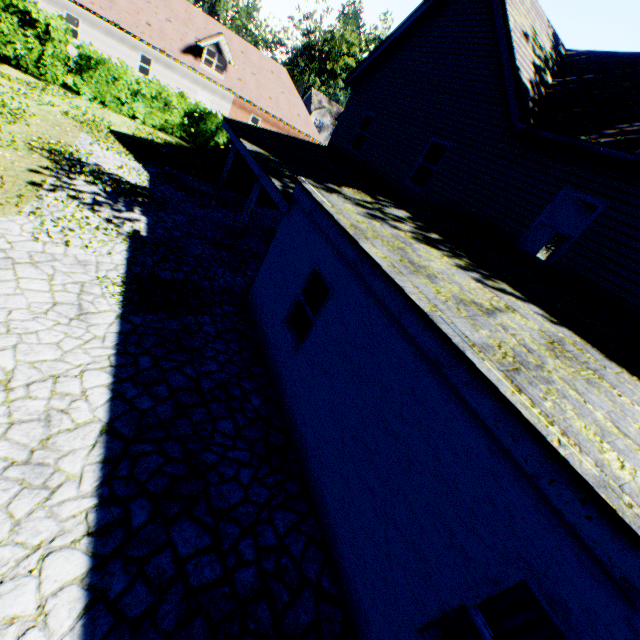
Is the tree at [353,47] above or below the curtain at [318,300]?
above

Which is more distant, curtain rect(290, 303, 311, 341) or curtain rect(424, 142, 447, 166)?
curtain rect(424, 142, 447, 166)

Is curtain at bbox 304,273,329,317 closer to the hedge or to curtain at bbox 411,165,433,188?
curtain at bbox 411,165,433,188

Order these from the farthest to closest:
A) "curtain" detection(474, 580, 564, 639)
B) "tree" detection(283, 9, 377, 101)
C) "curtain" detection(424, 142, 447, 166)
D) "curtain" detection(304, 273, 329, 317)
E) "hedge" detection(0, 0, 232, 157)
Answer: "tree" detection(283, 9, 377, 101) < "hedge" detection(0, 0, 232, 157) < "curtain" detection(424, 142, 447, 166) < "curtain" detection(304, 273, 329, 317) < "curtain" detection(474, 580, 564, 639)

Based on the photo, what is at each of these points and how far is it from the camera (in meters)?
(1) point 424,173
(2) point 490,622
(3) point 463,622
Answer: (1) curtain, 11.17
(2) curtain, 3.04
(3) curtain, 3.17

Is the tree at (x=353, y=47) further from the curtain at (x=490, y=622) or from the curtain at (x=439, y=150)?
the curtain at (x=490, y=622)

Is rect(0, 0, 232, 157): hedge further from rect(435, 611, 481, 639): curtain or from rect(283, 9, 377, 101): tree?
rect(435, 611, 481, 639): curtain
